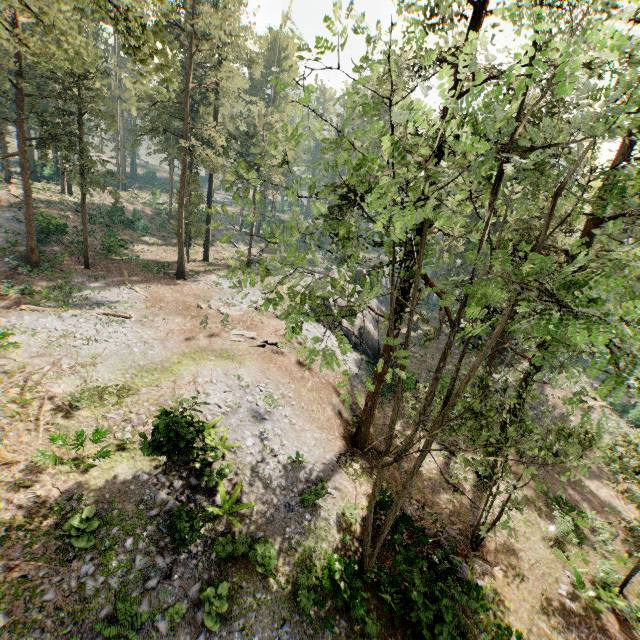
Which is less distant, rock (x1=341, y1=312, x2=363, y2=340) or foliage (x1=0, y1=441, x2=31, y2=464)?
foliage (x1=0, y1=441, x2=31, y2=464)

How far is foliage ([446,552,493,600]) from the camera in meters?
14.1 m

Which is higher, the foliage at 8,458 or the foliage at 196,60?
the foliage at 196,60

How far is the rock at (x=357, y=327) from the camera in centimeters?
3188cm

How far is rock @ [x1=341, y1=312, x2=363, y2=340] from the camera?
31.9 meters

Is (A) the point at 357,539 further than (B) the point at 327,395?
No
